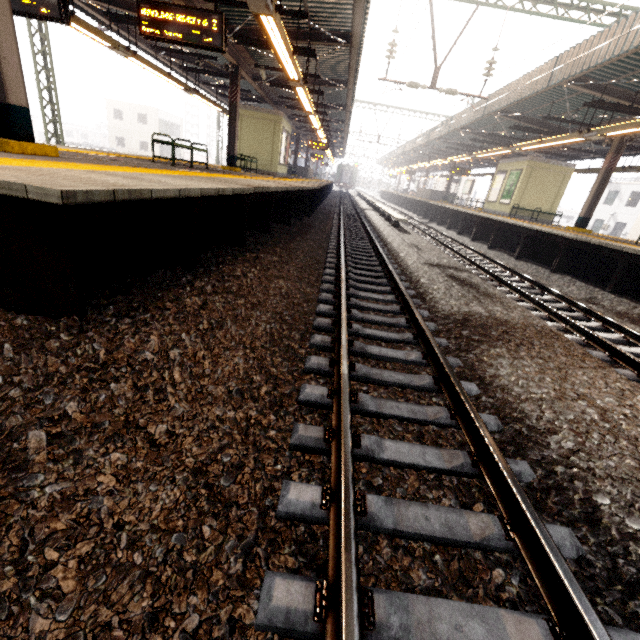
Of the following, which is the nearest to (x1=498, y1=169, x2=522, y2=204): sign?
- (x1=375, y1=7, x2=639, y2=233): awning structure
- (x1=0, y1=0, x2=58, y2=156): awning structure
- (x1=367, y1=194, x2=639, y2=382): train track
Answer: (x1=375, y1=7, x2=639, y2=233): awning structure

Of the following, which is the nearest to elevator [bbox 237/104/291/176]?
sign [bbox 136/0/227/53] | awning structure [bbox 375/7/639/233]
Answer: awning structure [bbox 375/7/639/233]

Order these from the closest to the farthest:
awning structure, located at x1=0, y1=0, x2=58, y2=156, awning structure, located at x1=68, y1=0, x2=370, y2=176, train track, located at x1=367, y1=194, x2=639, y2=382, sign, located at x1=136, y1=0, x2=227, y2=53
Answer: awning structure, located at x1=0, y1=0, x2=58, y2=156, train track, located at x1=367, y1=194, x2=639, y2=382, sign, located at x1=136, y1=0, x2=227, y2=53, awning structure, located at x1=68, y1=0, x2=370, y2=176

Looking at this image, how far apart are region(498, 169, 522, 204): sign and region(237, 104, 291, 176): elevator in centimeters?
1259cm

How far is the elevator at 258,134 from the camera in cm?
1611

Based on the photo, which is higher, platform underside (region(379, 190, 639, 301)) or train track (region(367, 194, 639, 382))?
platform underside (region(379, 190, 639, 301))

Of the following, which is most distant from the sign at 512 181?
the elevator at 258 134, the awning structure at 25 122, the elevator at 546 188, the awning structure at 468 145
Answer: the elevator at 258 134

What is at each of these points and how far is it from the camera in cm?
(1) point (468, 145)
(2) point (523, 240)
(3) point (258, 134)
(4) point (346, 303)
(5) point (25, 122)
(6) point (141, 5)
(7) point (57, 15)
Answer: (1) awning structure, 2109
(2) platform underside, 1160
(3) elevator, 1647
(4) train track, 499
(5) awning structure, 447
(6) sign, 555
(7) sign, 570
